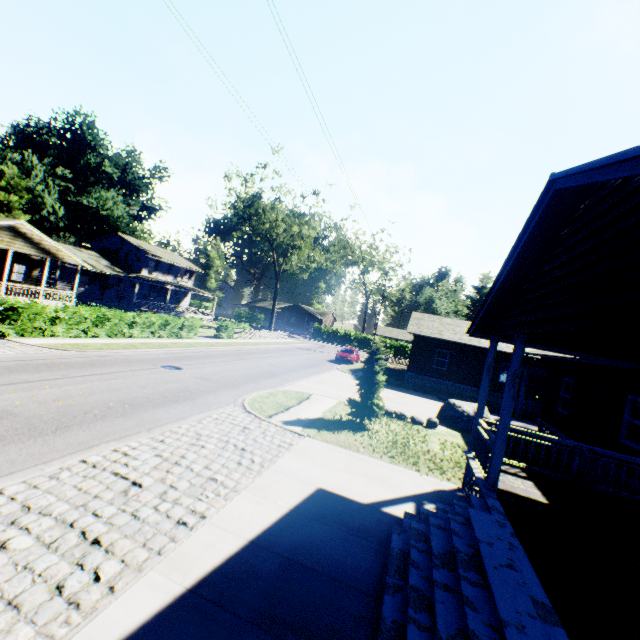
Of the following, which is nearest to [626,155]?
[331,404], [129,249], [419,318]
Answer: [331,404]

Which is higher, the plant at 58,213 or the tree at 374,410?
the plant at 58,213

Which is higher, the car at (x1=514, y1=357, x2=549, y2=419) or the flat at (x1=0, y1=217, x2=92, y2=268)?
the flat at (x1=0, y1=217, x2=92, y2=268)

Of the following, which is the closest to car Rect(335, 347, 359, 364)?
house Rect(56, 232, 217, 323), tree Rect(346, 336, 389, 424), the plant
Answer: tree Rect(346, 336, 389, 424)

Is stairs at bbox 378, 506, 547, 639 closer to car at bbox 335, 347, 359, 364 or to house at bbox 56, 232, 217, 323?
car at bbox 335, 347, 359, 364

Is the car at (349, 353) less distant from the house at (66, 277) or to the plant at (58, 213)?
the house at (66, 277)

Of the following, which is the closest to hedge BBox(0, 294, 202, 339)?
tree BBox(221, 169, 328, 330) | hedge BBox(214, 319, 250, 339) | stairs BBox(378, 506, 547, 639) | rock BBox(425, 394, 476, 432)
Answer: hedge BBox(214, 319, 250, 339)

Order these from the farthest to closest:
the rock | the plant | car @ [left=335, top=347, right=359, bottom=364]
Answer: the plant
car @ [left=335, top=347, right=359, bottom=364]
the rock
